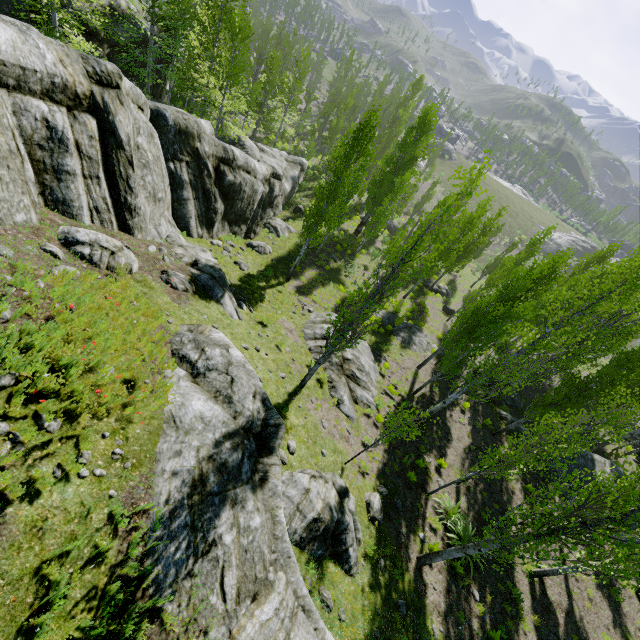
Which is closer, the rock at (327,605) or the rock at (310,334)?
the rock at (327,605)

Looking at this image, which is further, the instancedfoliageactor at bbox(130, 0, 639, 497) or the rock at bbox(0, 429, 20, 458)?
the instancedfoliageactor at bbox(130, 0, 639, 497)

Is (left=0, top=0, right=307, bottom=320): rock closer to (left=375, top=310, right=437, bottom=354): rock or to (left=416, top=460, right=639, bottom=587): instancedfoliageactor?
(left=416, top=460, right=639, bottom=587): instancedfoliageactor

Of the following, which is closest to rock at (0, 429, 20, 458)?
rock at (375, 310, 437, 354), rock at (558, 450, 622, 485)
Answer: rock at (375, 310, 437, 354)

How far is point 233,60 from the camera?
23.8 meters

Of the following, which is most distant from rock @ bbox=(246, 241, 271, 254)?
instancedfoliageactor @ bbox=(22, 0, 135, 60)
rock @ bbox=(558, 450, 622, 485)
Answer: rock @ bbox=(558, 450, 622, 485)

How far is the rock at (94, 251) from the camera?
8.2m
